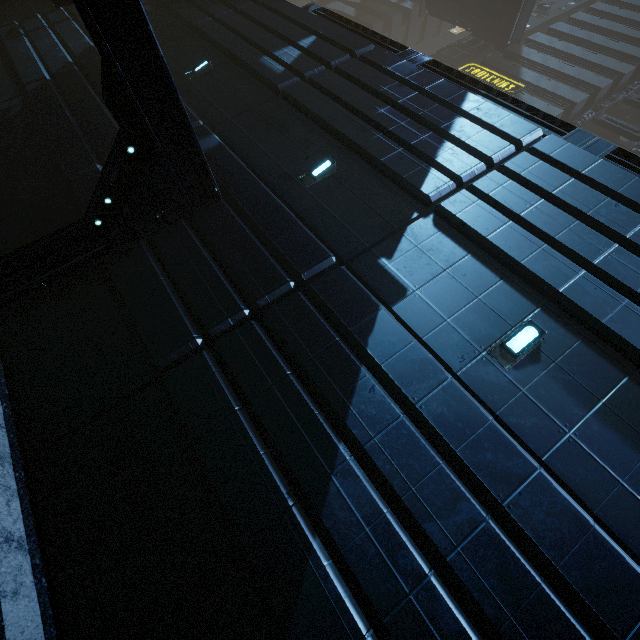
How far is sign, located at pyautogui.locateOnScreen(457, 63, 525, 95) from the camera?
24.7 meters

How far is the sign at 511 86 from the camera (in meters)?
24.69

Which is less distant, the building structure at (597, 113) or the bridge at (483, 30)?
the building structure at (597, 113)

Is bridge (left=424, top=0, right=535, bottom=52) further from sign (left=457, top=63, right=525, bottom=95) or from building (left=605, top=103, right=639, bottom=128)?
sign (left=457, top=63, right=525, bottom=95)

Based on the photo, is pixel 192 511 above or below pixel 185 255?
below

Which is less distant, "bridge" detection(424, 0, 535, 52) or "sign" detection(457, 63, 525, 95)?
"sign" detection(457, 63, 525, 95)

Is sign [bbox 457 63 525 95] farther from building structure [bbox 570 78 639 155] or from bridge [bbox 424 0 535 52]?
bridge [bbox 424 0 535 52]

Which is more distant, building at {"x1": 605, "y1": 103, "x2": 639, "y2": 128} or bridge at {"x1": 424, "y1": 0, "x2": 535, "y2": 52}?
bridge at {"x1": 424, "y1": 0, "x2": 535, "y2": 52}
